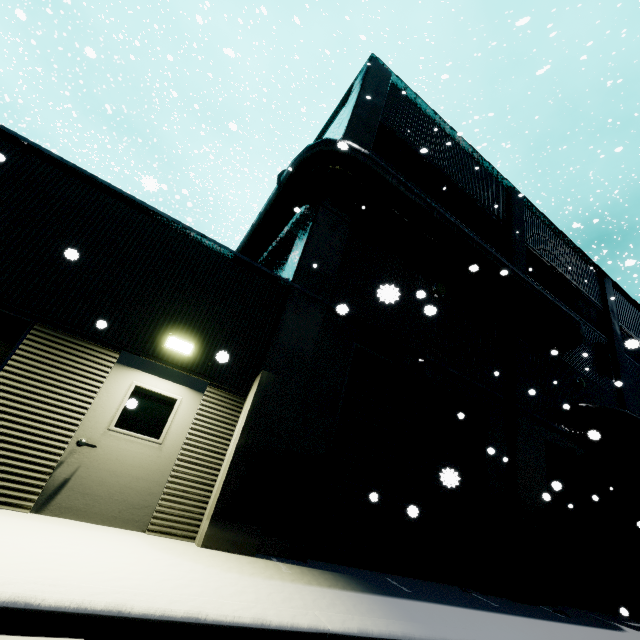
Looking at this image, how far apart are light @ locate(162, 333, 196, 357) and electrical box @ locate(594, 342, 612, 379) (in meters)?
16.61

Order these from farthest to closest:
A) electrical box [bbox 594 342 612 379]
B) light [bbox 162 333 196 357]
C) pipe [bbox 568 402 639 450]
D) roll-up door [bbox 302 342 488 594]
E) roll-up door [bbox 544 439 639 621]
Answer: electrical box [bbox 594 342 612 379] → pipe [bbox 568 402 639 450] → roll-up door [bbox 544 439 639 621] → roll-up door [bbox 302 342 488 594] → light [bbox 162 333 196 357]

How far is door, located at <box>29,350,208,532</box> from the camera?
4.5 meters

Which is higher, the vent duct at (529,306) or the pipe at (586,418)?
the vent duct at (529,306)

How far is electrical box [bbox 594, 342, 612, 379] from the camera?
13.95m

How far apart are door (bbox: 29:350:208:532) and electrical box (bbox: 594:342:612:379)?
16.29m

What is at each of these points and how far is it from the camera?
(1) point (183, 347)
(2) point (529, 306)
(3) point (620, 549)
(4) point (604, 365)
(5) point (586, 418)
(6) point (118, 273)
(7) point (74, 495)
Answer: (1) light, 5.6m
(2) vent duct, 10.9m
(3) roll-up door, 11.5m
(4) electrical box, 14.0m
(5) pipe, 11.4m
(6) building, 5.5m
(7) door, 4.5m

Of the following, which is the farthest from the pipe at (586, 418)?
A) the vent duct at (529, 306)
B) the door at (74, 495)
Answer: the door at (74, 495)
